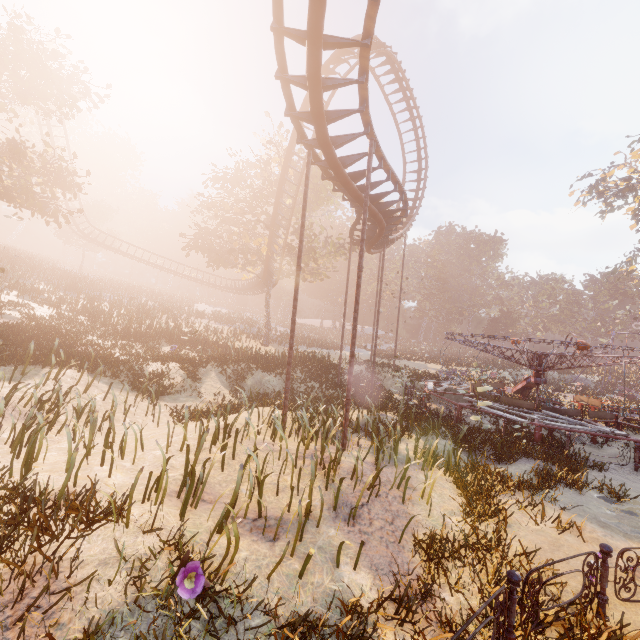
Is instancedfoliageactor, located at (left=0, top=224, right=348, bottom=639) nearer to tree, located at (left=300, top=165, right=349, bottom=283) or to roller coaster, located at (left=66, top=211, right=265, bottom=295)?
roller coaster, located at (left=66, top=211, right=265, bottom=295)

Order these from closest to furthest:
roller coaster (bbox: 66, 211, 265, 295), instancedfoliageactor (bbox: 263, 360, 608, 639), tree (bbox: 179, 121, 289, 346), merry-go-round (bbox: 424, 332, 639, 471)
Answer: instancedfoliageactor (bbox: 263, 360, 608, 639) < merry-go-round (bbox: 424, 332, 639, 471) < tree (bbox: 179, 121, 289, 346) < roller coaster (bbox: 66, 211, 265, 295)

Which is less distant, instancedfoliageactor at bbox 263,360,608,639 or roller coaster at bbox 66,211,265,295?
instancedfoliageactor at bbox 263,360,608,639

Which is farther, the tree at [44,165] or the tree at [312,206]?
the tree at [312,206]

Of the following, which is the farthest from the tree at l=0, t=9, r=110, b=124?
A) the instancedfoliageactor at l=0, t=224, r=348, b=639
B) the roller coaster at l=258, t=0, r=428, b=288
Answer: the instancedfoliageactor at l=0, t=224, r=348, b=639

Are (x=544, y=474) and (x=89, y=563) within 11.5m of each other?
yes

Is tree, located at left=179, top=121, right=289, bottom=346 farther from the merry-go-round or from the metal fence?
the metal fence

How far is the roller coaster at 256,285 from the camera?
37.4m
